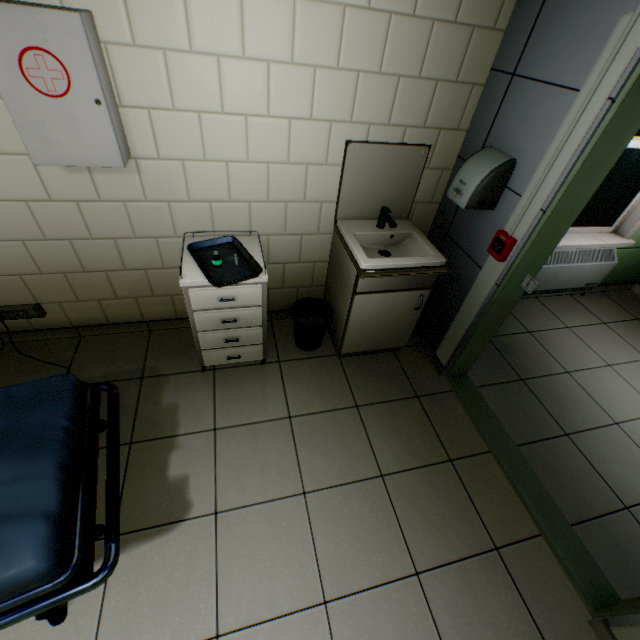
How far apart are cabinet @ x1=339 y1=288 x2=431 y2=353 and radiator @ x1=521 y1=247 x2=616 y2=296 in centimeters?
135cm

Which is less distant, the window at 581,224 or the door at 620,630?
the door at 620,630

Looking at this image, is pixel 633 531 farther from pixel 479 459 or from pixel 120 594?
pixel 120 594

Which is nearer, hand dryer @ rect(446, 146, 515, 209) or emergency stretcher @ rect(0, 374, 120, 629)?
emergency stretcher @ rect(0, 374, 120, 629)

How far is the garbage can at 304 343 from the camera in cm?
247

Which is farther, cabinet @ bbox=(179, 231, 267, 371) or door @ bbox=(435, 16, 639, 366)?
cabinet @ bbox=(179, 231, 267, 371)

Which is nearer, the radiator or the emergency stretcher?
the emergency stretcher

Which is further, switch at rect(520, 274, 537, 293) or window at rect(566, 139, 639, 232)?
window at rect(566, 139, 639, 232)
